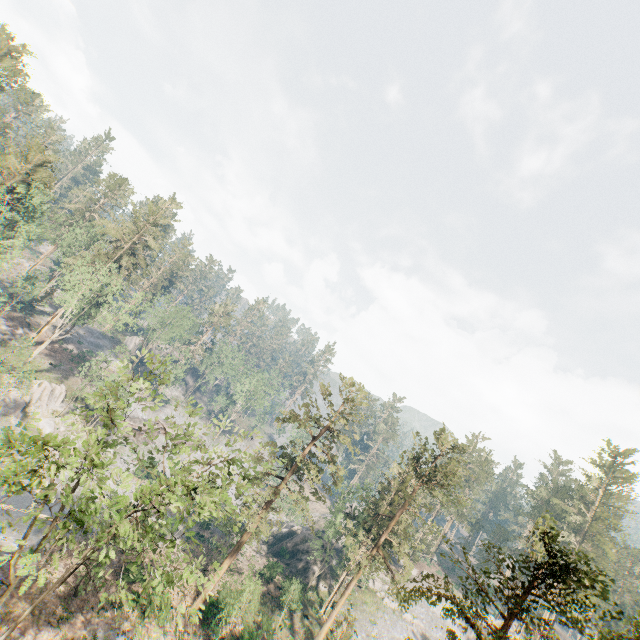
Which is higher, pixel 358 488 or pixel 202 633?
pixel 358 488

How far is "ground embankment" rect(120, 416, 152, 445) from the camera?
55.41m

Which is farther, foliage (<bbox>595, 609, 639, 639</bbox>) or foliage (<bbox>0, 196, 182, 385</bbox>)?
foliage (<bbox>0, 196, 182, 385</bbox>)

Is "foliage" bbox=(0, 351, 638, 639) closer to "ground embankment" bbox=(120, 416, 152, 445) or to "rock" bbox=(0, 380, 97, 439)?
"rock" bbox=(0, 380, 97, 439)

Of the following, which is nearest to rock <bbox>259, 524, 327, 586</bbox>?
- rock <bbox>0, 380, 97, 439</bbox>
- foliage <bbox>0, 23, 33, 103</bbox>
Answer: foliage <bbox>0, 23, 33, 103</bbox>

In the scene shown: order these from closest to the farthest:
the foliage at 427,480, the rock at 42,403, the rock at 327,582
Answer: the foliage at 427,480
the rock at 42,403
the rock at 327,582

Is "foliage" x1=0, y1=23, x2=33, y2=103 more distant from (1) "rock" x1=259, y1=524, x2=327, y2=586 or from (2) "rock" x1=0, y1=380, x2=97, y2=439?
(1) "rock" x1=259, y1=524, x2=327, y2=586

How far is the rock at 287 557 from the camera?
46.7 meters
